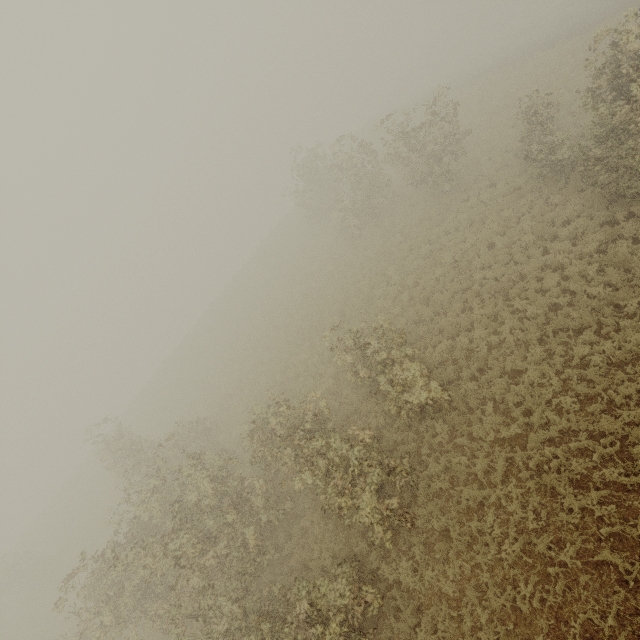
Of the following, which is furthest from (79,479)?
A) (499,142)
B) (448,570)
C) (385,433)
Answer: (499,142)
